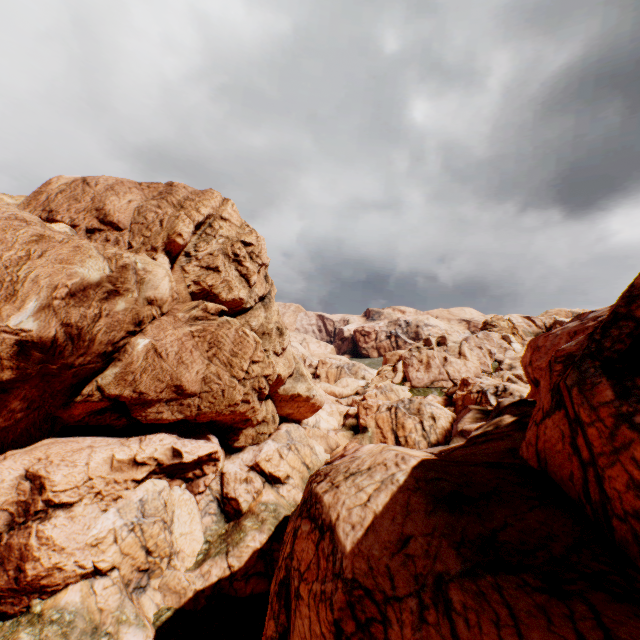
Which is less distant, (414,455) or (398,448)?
(414,455)
